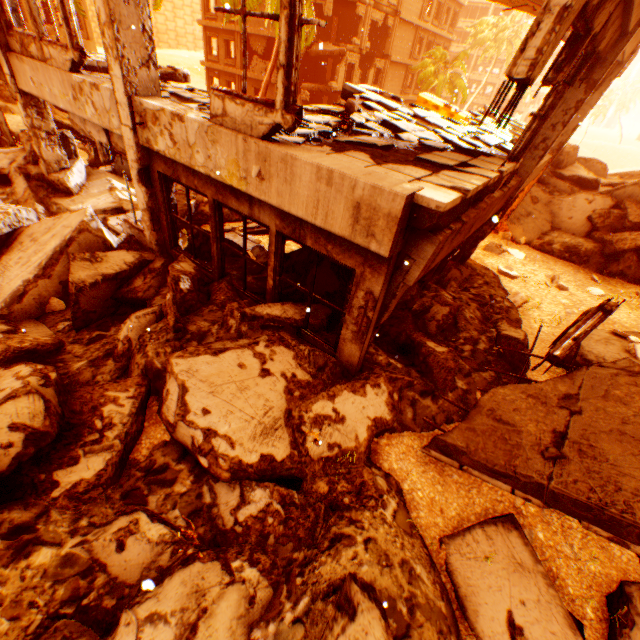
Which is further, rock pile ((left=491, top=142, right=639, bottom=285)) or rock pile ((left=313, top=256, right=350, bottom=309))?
rock pile ((left=491, top=142, right=639, bottom=285))

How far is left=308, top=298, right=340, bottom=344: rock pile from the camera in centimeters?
535cm

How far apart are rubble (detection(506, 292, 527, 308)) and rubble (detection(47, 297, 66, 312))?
9.42m

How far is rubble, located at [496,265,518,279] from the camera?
9.07m

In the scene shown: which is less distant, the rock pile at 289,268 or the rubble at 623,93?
the rock pile at 289,268

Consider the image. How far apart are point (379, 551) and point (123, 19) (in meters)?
7.35

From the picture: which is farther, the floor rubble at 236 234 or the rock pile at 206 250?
the floor rubble at 236 234
